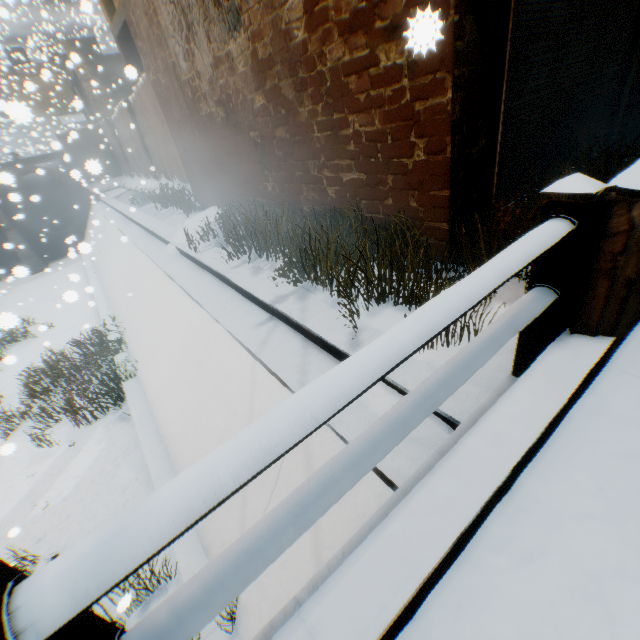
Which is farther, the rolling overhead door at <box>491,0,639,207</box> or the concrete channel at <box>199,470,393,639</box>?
the rolling overhead door at <box>491,0,639,207</box>

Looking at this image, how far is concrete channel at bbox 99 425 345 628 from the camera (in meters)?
2.67

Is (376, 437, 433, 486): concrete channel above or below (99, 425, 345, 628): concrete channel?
above

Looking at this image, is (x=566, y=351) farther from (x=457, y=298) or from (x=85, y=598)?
(x=85, y=598)

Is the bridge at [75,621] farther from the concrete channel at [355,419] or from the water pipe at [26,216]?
the water pipe at [26,216]

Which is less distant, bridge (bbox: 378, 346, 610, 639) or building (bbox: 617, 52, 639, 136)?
bridge (bbox: 378, 346, 610, 639)

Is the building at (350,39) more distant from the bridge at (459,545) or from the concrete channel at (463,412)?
the bridge at (459,545)

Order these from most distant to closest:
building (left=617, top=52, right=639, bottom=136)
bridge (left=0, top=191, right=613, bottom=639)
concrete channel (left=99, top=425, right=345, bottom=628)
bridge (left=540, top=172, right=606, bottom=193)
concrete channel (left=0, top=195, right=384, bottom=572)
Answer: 1. building (left=617, top=52, right=639, bottom=136)
2. concrete channel (left=0, top=195, right=384, bottom=572)
3. concrete channel (left=99, top=425, right=345, bottom=628)
4. bridge (left=540, top=172, right=606, bottom=193)
5. bridge (left=0, top=191, right=613, bottom=639)
